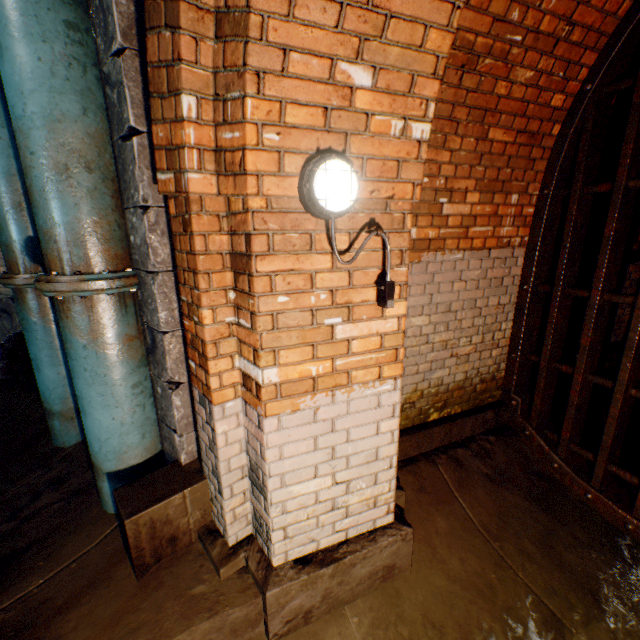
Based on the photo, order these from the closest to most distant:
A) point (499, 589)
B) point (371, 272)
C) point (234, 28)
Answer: point (234, 28), point (371, 272), point (499, 589)

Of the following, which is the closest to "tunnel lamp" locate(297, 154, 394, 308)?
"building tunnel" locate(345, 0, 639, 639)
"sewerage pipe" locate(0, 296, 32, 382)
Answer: "building tunnel" locate(345, 0, 639, 639)

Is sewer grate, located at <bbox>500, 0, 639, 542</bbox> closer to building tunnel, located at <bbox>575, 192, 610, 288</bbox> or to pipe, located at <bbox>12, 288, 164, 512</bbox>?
building tunnel, located at <bbox>575, 192, 610, 288</bbox>

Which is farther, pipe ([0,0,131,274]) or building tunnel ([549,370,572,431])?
building tunnel ([549,370,572,431])

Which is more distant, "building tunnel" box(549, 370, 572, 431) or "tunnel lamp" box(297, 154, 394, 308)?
"building tunnel" box(549, 370, 572, 431)

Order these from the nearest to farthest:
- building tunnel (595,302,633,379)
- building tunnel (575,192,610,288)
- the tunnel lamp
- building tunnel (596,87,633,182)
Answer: the tunnel lamp, building tunnel (596,87,633,182), building tunnel (575,192,610,288), building tunnel (595,302,633,379)

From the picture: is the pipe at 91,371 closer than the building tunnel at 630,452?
Result: Yes

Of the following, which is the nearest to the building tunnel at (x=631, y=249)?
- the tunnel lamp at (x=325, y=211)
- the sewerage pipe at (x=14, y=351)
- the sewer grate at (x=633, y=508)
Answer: the sewer grate at (x=633, y=508)
